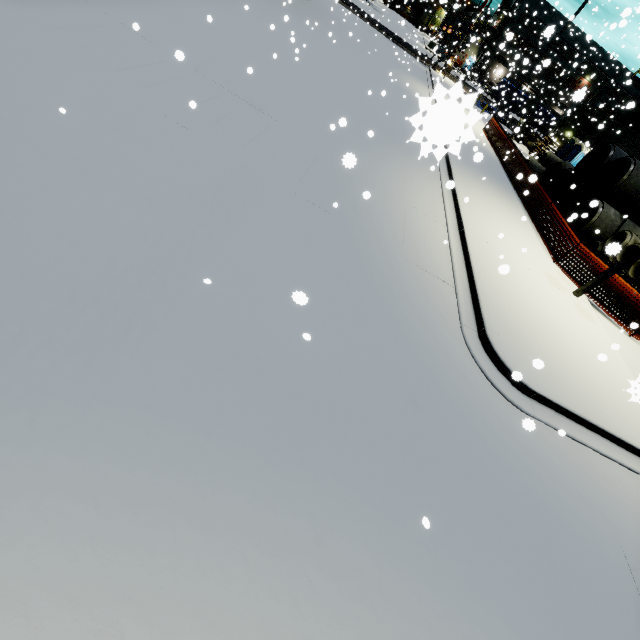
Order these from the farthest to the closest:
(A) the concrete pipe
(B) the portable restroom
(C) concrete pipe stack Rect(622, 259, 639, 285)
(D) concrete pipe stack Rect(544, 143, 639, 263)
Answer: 1. (B) the portable restroom
2. (A) the concrete pipe
3. (D) concrete pipe stack Rect(544, 143, 639, 263)
4. (C) concrete pipe stack Rect(622, 259, 639, 285)

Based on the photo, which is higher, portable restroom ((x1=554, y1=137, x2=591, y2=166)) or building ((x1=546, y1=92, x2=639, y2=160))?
building ((x1=546, y1=92, x2=639, y2=160))

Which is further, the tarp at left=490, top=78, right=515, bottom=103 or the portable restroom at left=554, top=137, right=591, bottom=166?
the tarp at left=490, top=78, right=515, bottom=103

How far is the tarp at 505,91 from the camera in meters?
32.7 m

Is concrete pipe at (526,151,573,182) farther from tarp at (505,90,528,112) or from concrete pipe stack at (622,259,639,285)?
tarp at (505,90,528,112)

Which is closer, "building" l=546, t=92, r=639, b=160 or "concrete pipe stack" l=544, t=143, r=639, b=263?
"concrete pipe stack" l=544, t=143, r=639, b=263

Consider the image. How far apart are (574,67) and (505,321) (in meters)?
12.07

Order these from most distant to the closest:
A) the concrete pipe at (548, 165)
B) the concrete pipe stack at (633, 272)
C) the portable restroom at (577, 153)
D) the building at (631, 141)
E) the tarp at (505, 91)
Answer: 1. the tarp at (505, 91)
2. the portable restroom at (577, 153)
3. the building at (631, 141)
4. the concrete pipe at (548, 165)
5. the concrete pipe stack at (633, 272)
